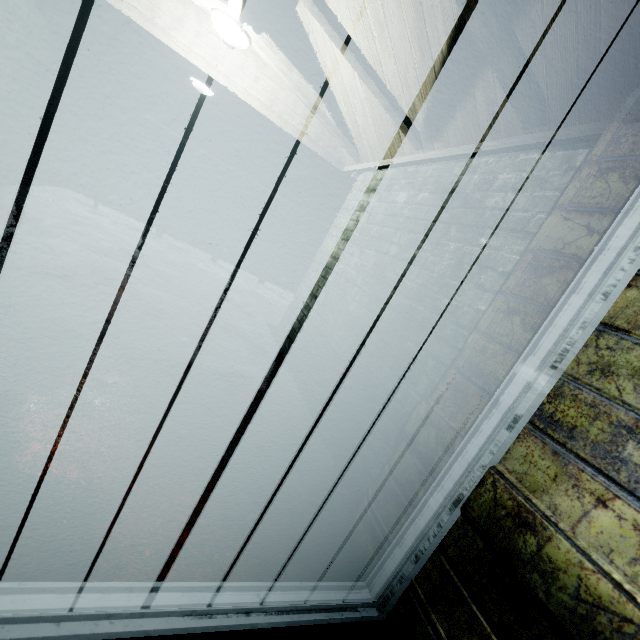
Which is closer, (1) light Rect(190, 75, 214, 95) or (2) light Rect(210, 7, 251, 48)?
(2) light Rect(210, 7, 251, 48)

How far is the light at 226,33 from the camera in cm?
242

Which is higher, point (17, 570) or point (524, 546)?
point (524, 546)

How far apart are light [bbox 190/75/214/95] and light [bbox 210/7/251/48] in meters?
1.8 m

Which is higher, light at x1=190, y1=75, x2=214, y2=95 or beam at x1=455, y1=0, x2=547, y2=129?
light at x1=190, y1=75, x2=214, y2=95

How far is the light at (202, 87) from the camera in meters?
4.2 m

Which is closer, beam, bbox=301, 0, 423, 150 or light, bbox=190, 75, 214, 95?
beam, bbox=301, 0, 423, 150

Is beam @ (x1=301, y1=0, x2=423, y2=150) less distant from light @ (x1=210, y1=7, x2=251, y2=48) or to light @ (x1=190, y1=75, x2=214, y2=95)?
light @ (x1=210, y1=7, x2=251, y2=48)
